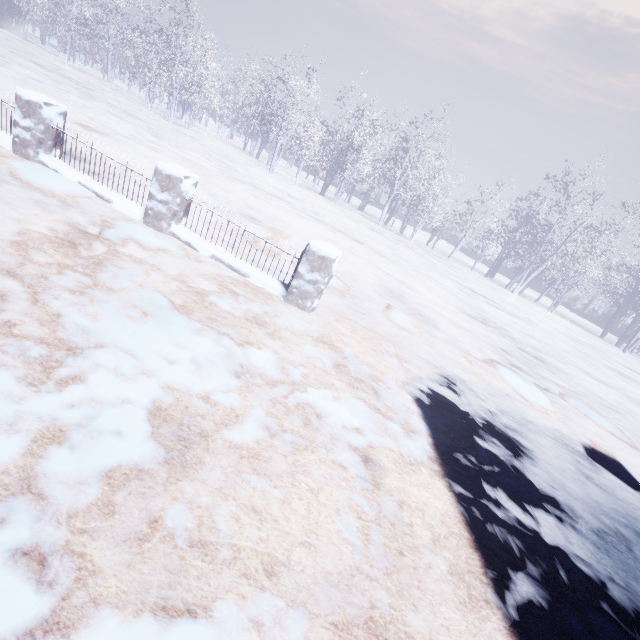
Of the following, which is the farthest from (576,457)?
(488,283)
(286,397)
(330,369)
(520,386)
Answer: (488,283)
